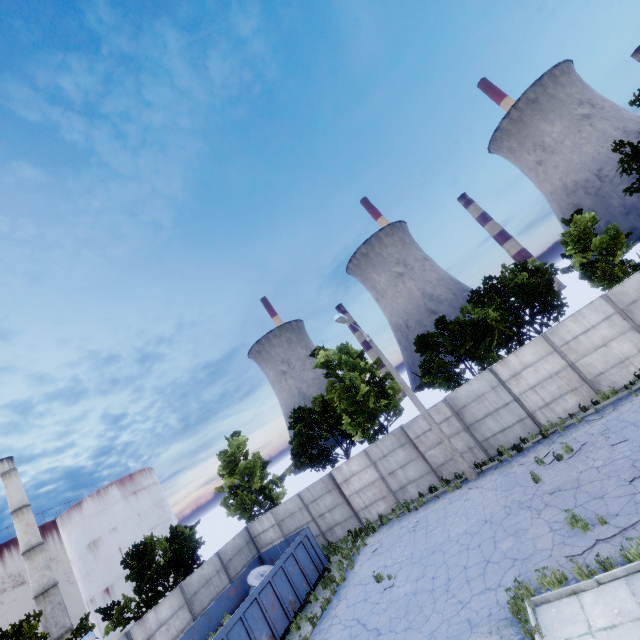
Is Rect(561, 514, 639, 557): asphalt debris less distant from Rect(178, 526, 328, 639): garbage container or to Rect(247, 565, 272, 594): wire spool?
Rect(178, 526, 328, 639): garbage container

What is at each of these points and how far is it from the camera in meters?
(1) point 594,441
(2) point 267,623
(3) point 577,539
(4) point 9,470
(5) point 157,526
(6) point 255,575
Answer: (1) asphalt debris, 11.9
(2) garbage container, 13.3
(3) asphalt debris, 8.4
(4) chimney, 39.2
(5) storage tank, 46.2
(6) wire spool, 17.4

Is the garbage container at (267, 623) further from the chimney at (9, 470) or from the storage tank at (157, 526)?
the storage tank at (157, 526)

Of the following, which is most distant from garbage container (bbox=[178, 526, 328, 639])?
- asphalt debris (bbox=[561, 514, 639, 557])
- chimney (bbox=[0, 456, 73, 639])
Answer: chimney (bbox=[0, 456, 73, 639])

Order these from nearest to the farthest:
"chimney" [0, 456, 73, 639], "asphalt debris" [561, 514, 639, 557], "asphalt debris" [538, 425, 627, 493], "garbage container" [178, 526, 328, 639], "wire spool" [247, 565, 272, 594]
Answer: "asphalt debris" [561, 514, 639, 557] → "asphalt debris" [538, 425, 627, 493] → "garbage container" [178, 526, 328, 639] → "wire spool" [247, 565, 272, 594] → "chimney" [0, 456, 73, 639]

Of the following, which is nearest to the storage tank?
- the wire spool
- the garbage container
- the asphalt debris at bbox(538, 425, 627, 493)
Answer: the garbage container

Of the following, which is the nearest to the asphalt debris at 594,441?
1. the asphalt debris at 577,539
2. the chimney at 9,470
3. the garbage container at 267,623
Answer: the asphalt debris at 577,539

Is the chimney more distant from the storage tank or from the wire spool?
the wire spool
